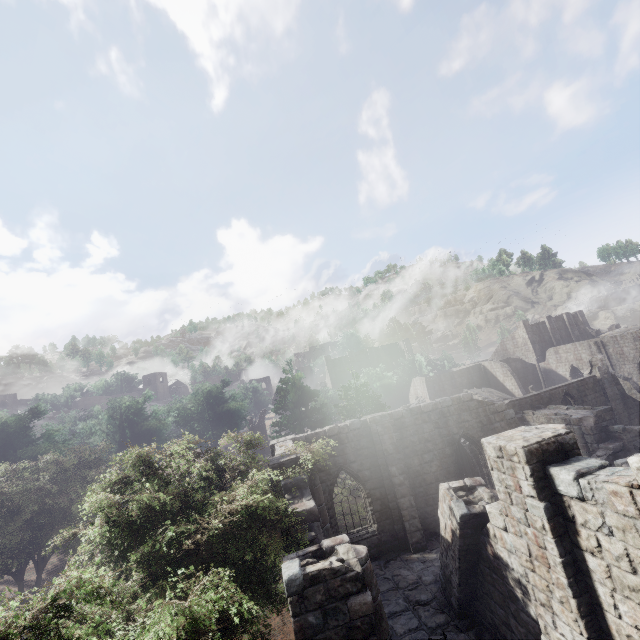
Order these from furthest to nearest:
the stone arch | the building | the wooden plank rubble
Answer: the wooden plank rubble < the stone arch < the building

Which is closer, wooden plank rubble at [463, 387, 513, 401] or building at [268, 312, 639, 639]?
building at [268, 312, 639, 639]

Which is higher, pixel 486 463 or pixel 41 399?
pixel 41 399

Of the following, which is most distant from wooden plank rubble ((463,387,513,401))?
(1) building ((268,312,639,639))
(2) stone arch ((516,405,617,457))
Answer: (2) stone arch ((516,405,617,457))

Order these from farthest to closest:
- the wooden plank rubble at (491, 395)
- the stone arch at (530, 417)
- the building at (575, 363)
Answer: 1. the wooden plank rubble at (491, 395)
2. the stone arch at (530, 417)
3. the building at (575, 363)

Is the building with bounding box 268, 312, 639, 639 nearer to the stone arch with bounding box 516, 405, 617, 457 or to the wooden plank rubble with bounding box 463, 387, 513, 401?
the stone arch with bounding box 516, 405, 617, 457

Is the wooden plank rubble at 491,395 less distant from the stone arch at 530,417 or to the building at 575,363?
the building at 575,363
